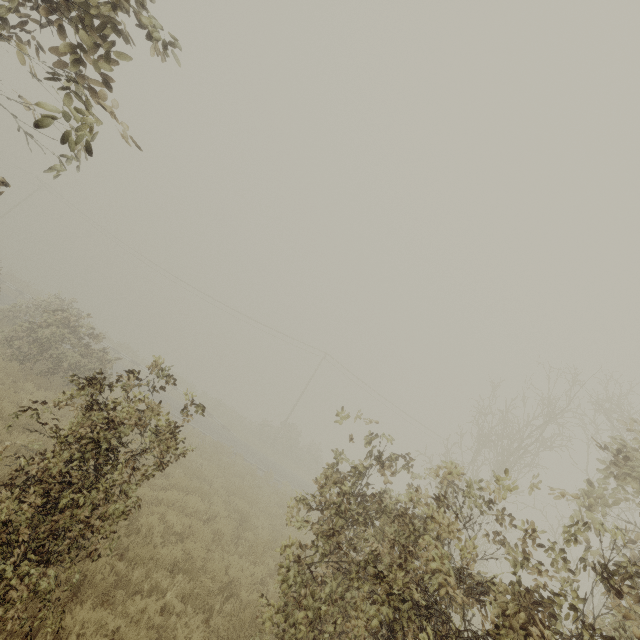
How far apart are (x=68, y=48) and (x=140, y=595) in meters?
7.3

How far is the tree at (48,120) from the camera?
2.2m

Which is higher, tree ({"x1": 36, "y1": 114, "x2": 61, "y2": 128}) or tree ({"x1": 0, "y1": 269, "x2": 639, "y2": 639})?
tree ({"x1": 36, "y1": 114, "x2": 61, "y2": 128})

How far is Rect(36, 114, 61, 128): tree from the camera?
2.17m

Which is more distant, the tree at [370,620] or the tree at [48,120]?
the tree at [370,620]

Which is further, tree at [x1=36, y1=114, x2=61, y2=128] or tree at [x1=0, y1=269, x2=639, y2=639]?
tree at [x1=0, y1=269, x2=639, y2=639]
